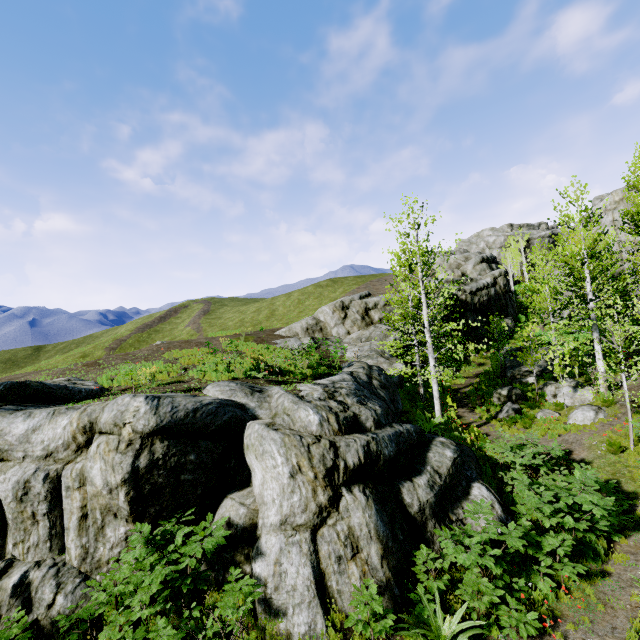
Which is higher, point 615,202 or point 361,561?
point 615,202

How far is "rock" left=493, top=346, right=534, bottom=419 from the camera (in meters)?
16.88

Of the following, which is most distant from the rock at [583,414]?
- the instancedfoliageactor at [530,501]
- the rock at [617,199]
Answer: the rock at [617,199]

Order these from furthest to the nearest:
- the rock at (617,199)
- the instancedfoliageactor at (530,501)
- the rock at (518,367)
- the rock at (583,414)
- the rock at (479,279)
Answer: the rock at (479,279) < the rock at (617,199) < the rock at (518,367) < the rock at (583,414) < the instancedfoliageactor at (530,501)

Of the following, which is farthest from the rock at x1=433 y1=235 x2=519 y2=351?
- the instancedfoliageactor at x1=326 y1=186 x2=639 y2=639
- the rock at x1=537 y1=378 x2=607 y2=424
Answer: the rock at x1=537 y1=378 x2=607 y2=424

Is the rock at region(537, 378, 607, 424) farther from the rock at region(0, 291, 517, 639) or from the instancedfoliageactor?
the rock at region(0, 291, 517, 639)

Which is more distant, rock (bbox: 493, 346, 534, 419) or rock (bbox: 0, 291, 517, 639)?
rock (bbox: 493, 346, 534, 419)

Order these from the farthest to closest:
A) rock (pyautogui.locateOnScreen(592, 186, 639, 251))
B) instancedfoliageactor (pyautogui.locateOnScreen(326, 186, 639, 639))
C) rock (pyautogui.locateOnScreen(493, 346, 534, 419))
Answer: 1. rock (pyautogui.locateOnScreen(592, 186, 639, 251))
2. rock (pyautogui.locateOnScreen(493, 346, 534, 419))
3. instancedfoliageactor (pyautogui.locateOnScreen(326, 186, 639, 639))
